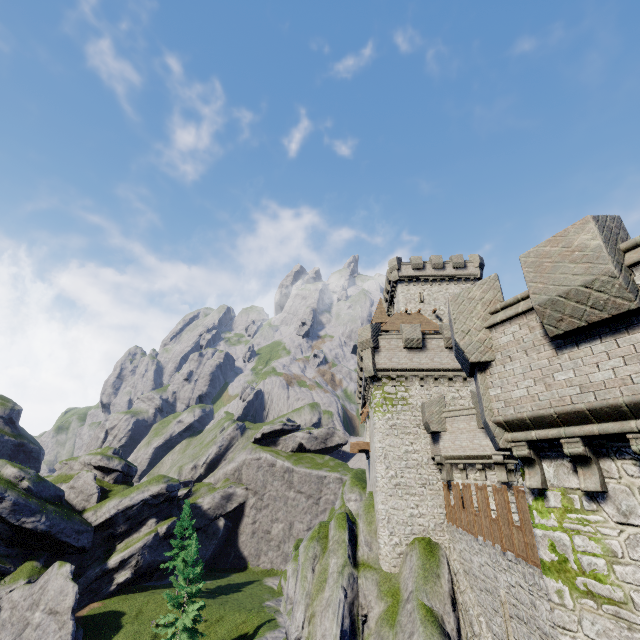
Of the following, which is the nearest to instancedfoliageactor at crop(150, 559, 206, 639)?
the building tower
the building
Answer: the building

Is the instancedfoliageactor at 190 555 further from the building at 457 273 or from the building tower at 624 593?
the building tower at 624 593

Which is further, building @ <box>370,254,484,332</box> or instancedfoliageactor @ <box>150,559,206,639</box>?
building @ <box>370,254,484,332</box>

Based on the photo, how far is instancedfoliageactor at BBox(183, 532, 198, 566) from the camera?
30.70m

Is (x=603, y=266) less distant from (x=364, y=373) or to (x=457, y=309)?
(x=457, y=309)

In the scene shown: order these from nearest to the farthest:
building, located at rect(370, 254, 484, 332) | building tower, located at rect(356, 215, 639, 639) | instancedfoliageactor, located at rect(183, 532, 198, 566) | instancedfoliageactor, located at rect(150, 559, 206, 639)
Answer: building tower, located at rect(356, 215, 639, 639) < instancedfoliageactor, located at rect(150, 559, 206, 639) < instancedfoliageactor, located at rect(183, 532, 198, 566) < building, located at rect(370, 254, 484, 332)

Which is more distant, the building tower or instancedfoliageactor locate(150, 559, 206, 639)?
instancedfoliageactor locate(150, 559, 206, 639)

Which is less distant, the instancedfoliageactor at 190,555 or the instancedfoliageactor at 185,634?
the instancedfoliageactor at 185,634
